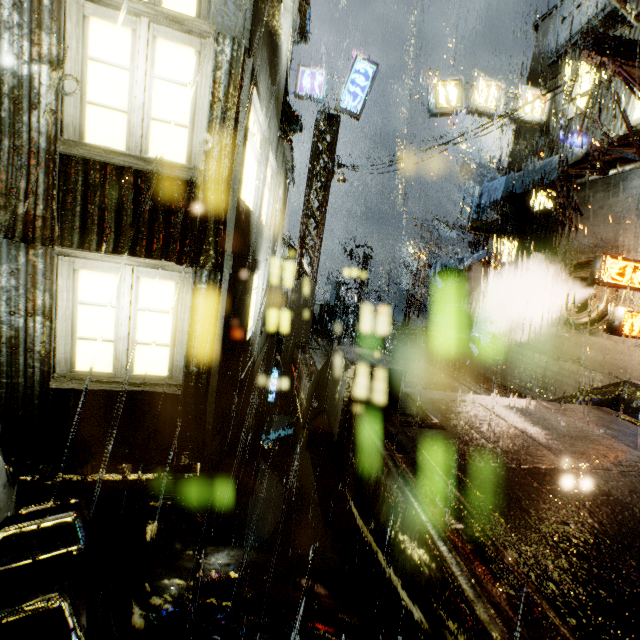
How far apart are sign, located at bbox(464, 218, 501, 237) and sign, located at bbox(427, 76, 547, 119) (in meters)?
4.53

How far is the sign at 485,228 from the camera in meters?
15.5

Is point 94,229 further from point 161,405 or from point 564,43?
point 564,43

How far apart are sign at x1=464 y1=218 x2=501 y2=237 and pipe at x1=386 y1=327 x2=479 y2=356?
4.9 meters

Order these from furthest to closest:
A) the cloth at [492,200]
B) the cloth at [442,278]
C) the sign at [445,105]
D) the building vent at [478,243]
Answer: the building vent at [478,243] → the cloth at [442,278] → the sign at [445,105] → the cloth at [492,200]

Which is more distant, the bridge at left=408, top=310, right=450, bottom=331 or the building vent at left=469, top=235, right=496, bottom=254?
the building vent at left=469, top=235, right=496, bottom=254

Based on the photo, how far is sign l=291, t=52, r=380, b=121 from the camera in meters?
13.9

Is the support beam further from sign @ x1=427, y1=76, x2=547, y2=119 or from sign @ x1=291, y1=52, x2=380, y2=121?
sign @ x1=427, y1=76, x2=547, y2=119
